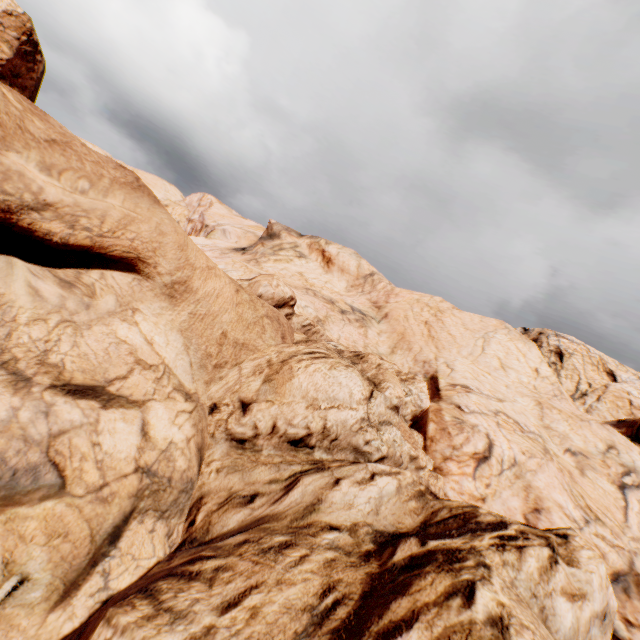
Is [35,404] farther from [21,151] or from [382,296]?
[382,296]
